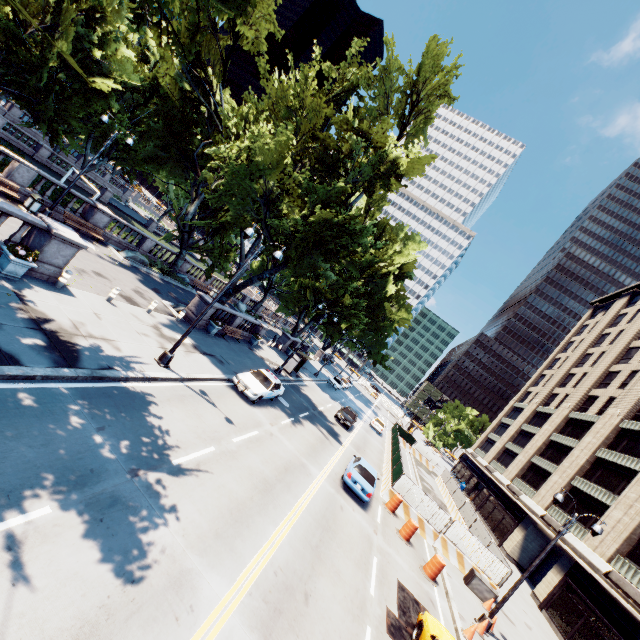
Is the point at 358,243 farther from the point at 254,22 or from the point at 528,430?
the point at 528,430

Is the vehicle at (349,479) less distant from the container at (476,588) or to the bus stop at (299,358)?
the container at (476,588)

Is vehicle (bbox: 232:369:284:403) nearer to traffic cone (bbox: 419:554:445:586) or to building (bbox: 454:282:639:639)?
traffic cone (bbox: 419:554:445:586)

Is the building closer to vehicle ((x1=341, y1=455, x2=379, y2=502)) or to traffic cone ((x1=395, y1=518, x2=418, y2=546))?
traffic cone ((x1=395, y1=518, x2=418, y2=546))

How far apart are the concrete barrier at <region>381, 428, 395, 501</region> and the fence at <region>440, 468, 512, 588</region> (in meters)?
0.00

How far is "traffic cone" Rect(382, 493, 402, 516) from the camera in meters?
19.8 m

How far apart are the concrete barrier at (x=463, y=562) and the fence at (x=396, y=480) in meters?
0.0

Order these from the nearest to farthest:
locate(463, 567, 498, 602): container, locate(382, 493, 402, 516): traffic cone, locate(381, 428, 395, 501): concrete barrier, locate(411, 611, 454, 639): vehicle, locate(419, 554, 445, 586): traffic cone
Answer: locate(411, 611, 454, 639): vehicle < locate(419, 554, 445, 586): traffic cone < locate(463, 567, 498, 602): container < locate(382, 493, 402, 516): traffic cone < locate(381, 428, 395, 501): concrete barrier
